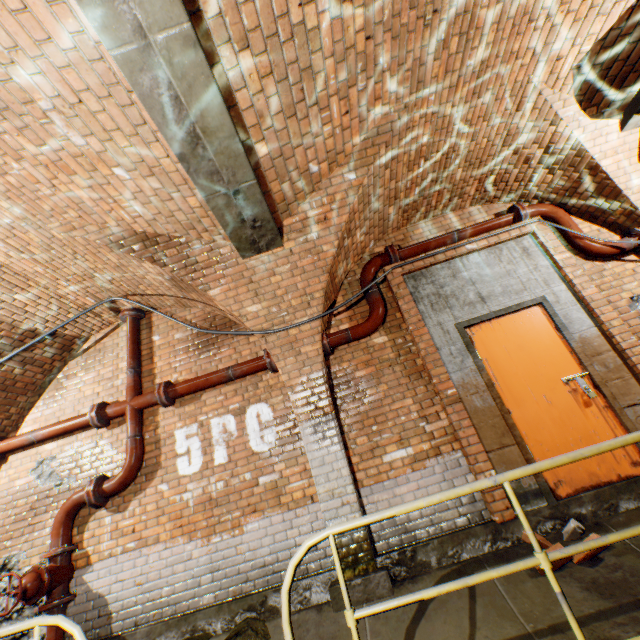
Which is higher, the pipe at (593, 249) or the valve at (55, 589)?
the pipe at (593, 249)

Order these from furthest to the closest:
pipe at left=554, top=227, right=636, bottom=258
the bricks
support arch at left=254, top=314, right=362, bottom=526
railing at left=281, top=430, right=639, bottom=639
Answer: pipe at left=554, top=227, right=636, bottom=258
support arch at left=254, top=314, right=362, bottom=526
the bricks
railing at left=281, top=430, right=639, bottom=639

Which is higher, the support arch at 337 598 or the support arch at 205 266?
the support arch at 205 266

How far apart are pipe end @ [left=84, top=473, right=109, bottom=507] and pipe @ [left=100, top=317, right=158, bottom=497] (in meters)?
0.04

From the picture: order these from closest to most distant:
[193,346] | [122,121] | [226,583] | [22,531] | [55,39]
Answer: [55,39], [122,121], [226,583], [22,531], [193,346]

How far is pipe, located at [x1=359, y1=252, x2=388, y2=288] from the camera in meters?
4.7

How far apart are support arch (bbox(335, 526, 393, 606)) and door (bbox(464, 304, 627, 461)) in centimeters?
182cm

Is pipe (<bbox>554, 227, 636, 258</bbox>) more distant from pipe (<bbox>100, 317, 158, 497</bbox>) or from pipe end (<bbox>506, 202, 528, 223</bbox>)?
pipe (<bbox>100, 317, 158, 497</bbox>)
